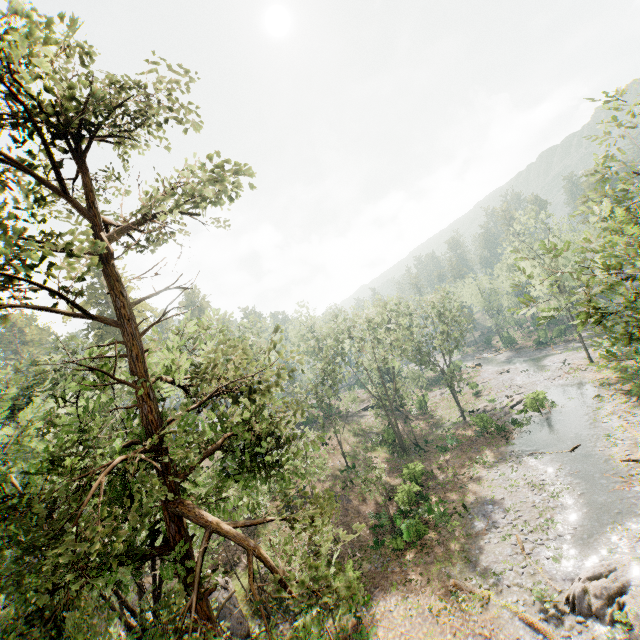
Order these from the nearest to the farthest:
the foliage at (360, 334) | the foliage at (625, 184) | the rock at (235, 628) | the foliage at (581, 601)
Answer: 1. the foliage at (360, 334)
2. the foliage at (625, 184)
3. the foliage at (581, 601)
4. the rock at (235, 628)

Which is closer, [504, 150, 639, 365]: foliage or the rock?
[504, 150, 639, 365]: foliage

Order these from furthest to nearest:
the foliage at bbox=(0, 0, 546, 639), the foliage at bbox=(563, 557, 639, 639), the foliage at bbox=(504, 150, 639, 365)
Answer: the foliage at bbox=(563, 557, 639, 639), the foliage at bbox=(504, 150, 639, 365), the foliage at bbox=(0, 0, 546, 639)

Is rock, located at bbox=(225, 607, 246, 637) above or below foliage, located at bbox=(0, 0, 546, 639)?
below

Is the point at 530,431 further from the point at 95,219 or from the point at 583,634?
the point at 95,219

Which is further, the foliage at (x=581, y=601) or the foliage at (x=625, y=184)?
the foliage at (x=581, y=601)

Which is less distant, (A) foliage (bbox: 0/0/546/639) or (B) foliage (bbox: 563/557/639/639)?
(A) foliage (bbox: 0/0/546/639)
